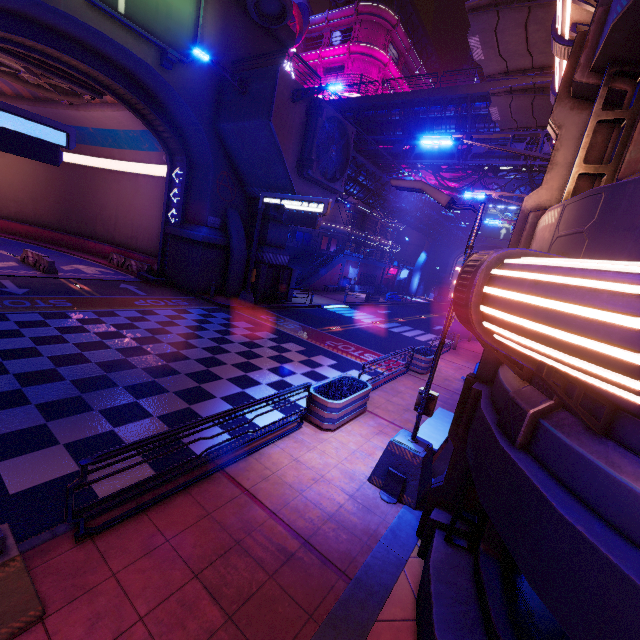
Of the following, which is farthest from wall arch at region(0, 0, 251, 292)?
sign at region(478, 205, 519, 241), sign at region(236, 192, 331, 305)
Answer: sign at region(478, 205, 519, 241)

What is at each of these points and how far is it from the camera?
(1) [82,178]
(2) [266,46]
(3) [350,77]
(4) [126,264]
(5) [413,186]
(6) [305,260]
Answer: (1) tunnel, 28.92m
(2) wall arch, 21.27m
(3) sign, 42.34m
(4) fence, 25.11m
(5) street light, 6.30m
(6) stair, 41.12m

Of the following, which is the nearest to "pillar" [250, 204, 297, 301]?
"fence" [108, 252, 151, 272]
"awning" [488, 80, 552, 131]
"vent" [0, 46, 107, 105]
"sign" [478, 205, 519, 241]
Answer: "fence" [108, 252, 151, 272]

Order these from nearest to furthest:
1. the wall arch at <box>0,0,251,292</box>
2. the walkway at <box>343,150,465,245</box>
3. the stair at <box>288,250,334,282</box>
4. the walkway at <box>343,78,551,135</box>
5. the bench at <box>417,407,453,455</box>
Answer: the bench at <box>417,407,453,455</box> < the wall arch at <box>0,0,251,292</box> < the walkway at <box>343,78,551,135</box> < the walkway at <box>343,150,465,245</box> < the stair at <box>288,250,334,282</box>

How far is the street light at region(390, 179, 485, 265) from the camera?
5.7 meters

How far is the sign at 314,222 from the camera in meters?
17.6

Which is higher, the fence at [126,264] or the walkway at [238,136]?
the walkway at [238,136]

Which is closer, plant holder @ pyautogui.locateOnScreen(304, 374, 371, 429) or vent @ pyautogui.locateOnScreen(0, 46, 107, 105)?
plant holder @ pyautogui.locateOnScreen(304, 374, 371, 429)
